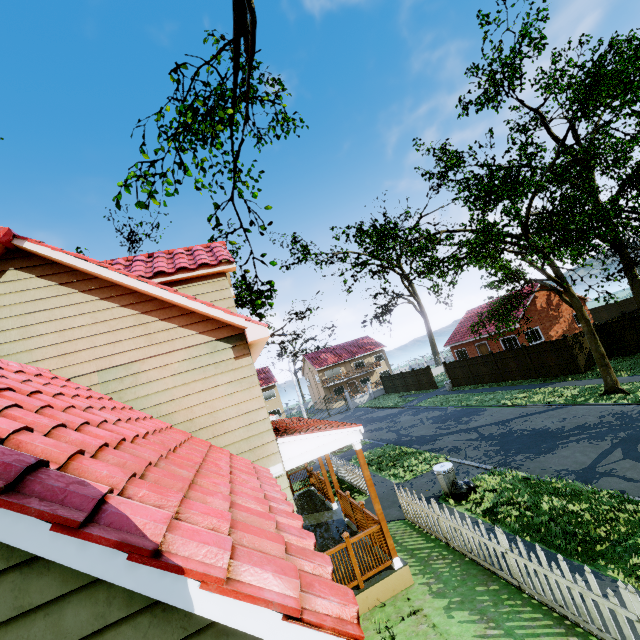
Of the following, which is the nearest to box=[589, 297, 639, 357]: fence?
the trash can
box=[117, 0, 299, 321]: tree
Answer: box=[117, 0, 299, 321]: tree

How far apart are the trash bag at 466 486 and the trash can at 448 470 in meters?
0.0 m

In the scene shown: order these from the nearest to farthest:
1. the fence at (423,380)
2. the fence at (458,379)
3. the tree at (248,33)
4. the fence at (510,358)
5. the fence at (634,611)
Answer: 1. the fence at (634,611)
2. the tree at (248,33)
3. the fence at (510,358)
4. the fence at (458,379)
5. the fence at (423,380)

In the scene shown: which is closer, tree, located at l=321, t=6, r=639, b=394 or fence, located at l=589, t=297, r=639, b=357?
tree, located at l=321, t=6, r=639, b=394

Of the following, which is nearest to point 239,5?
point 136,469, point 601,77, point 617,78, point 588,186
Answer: point 136,469

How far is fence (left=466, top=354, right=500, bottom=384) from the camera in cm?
2598

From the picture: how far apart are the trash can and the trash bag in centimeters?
1cm

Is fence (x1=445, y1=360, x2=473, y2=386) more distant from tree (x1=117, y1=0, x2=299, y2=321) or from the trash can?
the trash can
